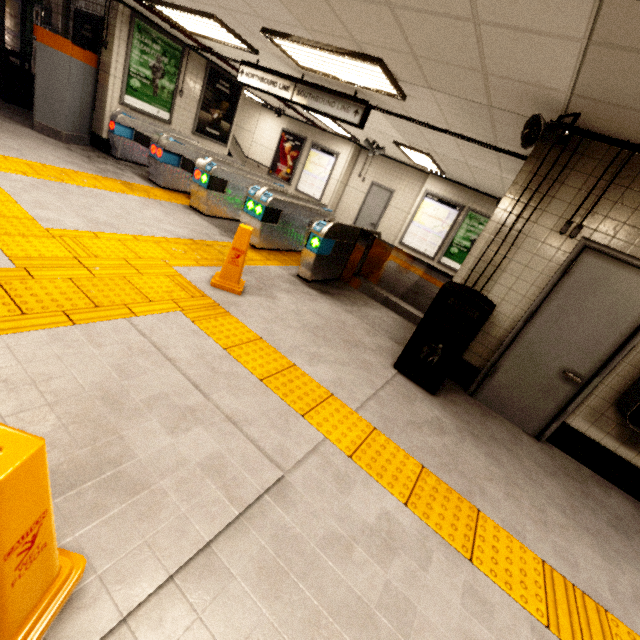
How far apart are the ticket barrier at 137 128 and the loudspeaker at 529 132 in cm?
496

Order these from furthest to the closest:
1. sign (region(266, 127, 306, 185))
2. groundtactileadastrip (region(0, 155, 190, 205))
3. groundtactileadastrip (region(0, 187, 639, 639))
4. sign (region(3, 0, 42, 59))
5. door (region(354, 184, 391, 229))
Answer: sign (region(266, 127, 306, 185)) < door (region(354, 184, 391, 229)) < sign (region(3, 0, 42, 59)) < groundtactileadastrip (region(0, 155, 190, 205)) < groundtactileadastrip (region(0, 187, 639, 639))

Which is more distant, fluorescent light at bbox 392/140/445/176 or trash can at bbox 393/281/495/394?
fluorescent light at bbox 392/140/445/176

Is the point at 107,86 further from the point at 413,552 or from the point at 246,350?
the point at 413,552

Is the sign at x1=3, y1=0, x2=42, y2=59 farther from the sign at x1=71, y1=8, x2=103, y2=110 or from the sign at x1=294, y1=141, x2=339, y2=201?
the sign at x1=294, y1=141, x2=339, y2=201

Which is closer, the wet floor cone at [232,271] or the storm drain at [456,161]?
the wet floor cone at [232,271]

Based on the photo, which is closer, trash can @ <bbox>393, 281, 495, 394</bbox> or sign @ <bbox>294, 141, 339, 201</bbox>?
trash can @ <bbox>393, 281, 495, 394</bbox>

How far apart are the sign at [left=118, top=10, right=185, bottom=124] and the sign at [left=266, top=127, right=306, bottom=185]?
4.8 meters
